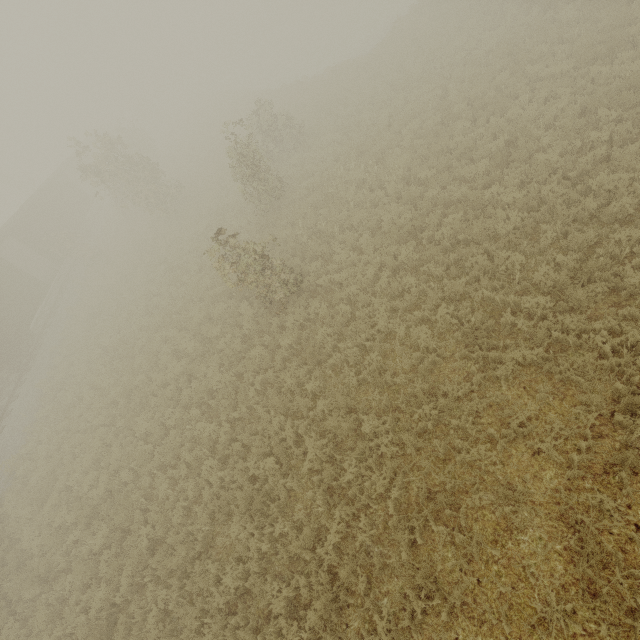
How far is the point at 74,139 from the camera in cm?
1878
